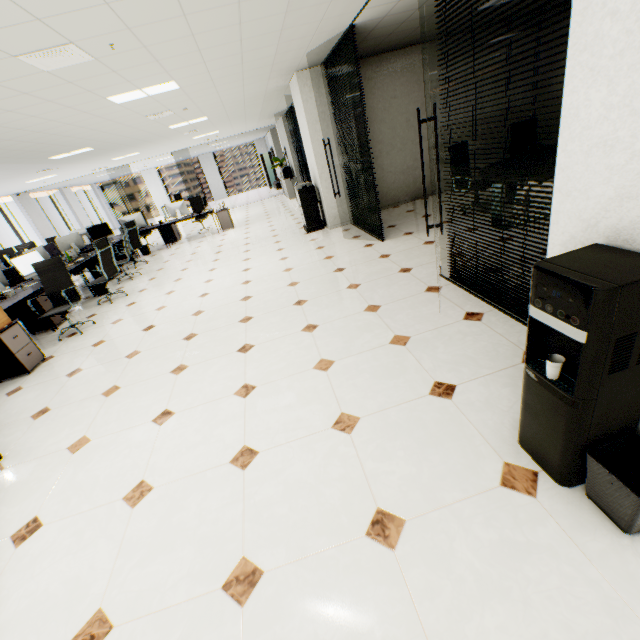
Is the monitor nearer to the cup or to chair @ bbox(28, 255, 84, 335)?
chair @ bbox(28, 255, 84, 335)

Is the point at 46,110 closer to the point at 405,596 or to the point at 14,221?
the point at 405,596

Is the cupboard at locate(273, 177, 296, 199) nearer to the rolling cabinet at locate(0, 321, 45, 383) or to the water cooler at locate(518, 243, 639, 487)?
the rolling cabinet at locate(0, 321, 45, 383)

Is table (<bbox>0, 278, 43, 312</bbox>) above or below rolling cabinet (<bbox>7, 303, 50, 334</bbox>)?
above

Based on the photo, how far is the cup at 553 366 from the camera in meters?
1.4 m

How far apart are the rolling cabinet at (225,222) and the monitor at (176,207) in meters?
0.8 m

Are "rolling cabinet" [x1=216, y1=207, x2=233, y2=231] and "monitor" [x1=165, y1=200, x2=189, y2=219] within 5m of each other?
yes

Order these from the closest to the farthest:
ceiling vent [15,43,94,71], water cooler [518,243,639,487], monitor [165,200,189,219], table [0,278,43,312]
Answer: water cooler [518,243,639,487] → ceiling vent [15,43,94,71] → table [0,278,43,312] → monitor [165,200,189,219]
